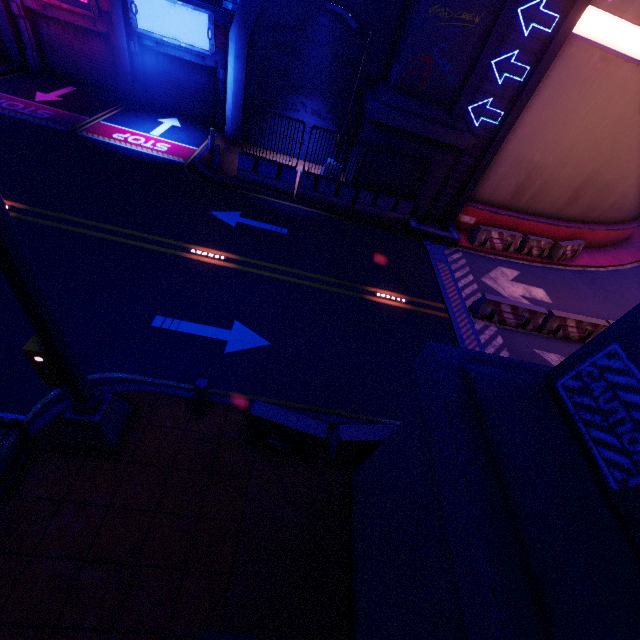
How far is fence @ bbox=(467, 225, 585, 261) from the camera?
15.1m

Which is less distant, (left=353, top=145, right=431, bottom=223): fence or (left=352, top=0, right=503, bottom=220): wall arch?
(left=352, top=0, right=503, bottom=220): wall arch

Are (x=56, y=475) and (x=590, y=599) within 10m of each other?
yes

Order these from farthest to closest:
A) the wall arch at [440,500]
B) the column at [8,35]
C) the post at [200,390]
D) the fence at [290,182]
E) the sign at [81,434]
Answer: the column at [8,35] → the fence at [290,182] → the post at [200,390] → the sign at [81,434] → the wall arch at [440,500]

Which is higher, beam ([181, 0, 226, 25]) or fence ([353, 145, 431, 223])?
beam ([181, 0, 226, 25])

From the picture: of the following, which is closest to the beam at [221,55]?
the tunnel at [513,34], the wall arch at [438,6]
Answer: the wall arch at [438,6]

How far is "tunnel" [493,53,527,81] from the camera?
11.48m

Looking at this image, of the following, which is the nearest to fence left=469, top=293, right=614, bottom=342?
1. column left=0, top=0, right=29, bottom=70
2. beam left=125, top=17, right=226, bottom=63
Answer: beam left=125, top=17, right=226, bottom=63
